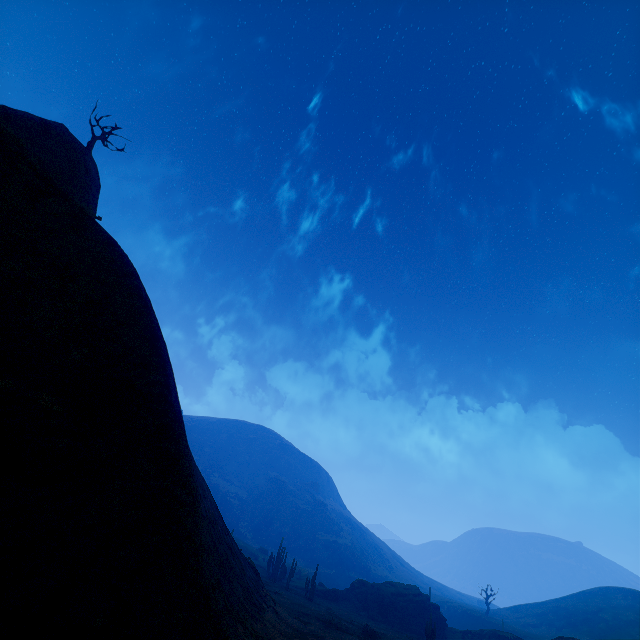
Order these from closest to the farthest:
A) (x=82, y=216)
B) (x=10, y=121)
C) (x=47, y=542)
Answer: (x=47, y=542), (x=82, y=216), (x=10, y=121)

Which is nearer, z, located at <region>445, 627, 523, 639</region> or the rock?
the rock

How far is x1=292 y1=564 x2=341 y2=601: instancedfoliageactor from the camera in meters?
41.8

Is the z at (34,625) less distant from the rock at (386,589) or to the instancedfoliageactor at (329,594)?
the instancedfoliageactor at (329,594)

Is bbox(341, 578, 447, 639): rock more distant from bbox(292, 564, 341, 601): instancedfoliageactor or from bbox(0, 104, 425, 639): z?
bbox(0, 104, 425, 639): z
